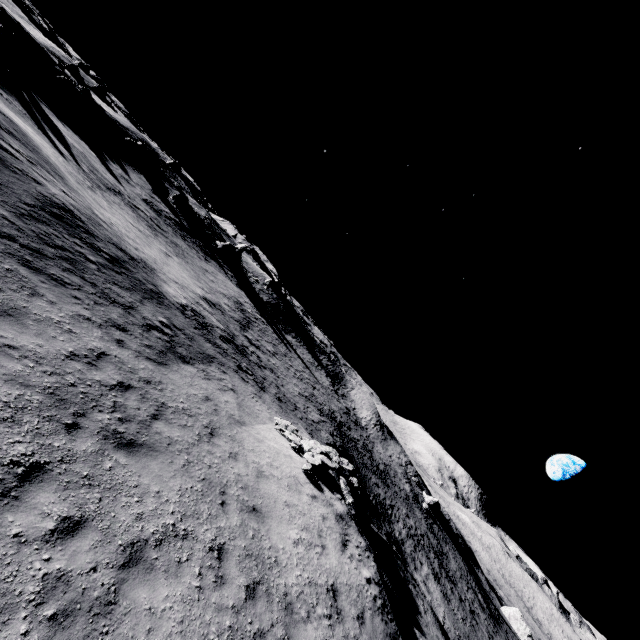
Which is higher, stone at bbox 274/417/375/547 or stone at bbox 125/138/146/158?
stone at bbox 125/138/146/158

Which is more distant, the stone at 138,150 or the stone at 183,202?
→ the stone at 183,202

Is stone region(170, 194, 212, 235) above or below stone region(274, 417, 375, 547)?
above

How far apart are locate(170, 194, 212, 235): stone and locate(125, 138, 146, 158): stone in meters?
7.9

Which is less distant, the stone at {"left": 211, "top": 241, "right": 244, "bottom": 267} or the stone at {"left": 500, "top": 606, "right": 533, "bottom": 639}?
the stone at {"left": 500, "top": 606, "right": 533, "bottom": 639}

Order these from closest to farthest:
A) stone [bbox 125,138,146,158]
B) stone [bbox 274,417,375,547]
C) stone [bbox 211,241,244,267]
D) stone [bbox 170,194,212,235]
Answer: stone [bbox 274,417,375,547] → stone [bbox 125,138,146,158] → stone [bbox 170,194,212,235] → stone [bbox 211,241,244,267]

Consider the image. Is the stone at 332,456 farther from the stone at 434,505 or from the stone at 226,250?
the stone at 434,505

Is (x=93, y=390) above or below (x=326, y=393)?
above
